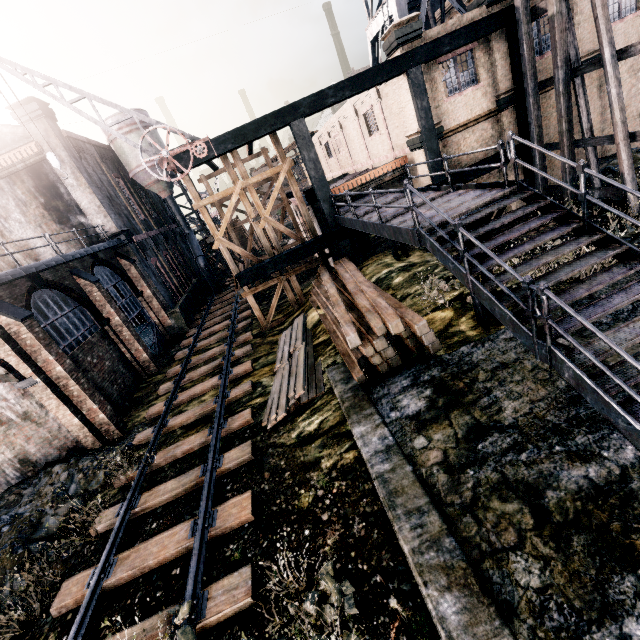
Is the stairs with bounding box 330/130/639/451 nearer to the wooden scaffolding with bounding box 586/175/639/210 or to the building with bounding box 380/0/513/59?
the building with bounding box 380/0/513/59

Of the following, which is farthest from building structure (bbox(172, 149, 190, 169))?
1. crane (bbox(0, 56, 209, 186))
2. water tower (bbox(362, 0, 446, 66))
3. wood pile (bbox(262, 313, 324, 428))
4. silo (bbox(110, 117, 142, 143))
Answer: silo (bbox(110, 117, 142, 143))

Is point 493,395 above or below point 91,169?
below

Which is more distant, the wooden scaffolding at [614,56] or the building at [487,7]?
the building at [487,7]

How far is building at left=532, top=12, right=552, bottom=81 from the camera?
16.25m

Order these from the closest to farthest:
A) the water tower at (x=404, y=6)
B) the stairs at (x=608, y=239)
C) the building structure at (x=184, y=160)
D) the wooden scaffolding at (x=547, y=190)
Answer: the stairs at (x=608, y=239) → the building structure at (x=184, y=160) → the wooden scaffolding at (x=547, y=190) → the water tower at (x=404, y=6)

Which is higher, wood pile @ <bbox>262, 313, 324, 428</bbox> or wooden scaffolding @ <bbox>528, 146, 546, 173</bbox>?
wooden scaffolding @ <bbox>528, 146, 546, 173</bbox>

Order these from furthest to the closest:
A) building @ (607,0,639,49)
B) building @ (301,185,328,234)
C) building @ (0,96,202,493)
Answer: building @ (301,185,328,234)
building @ (607,0,639,49)
building @ (0,96,202,493)
